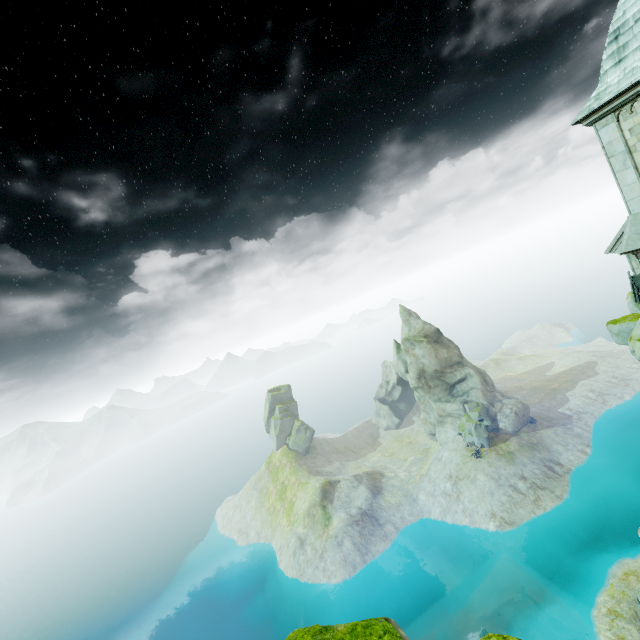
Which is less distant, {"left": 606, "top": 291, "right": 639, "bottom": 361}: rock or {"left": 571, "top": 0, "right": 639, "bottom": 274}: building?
{"left": 571, "top": 0, "right": 639, "bottom": 274}: building

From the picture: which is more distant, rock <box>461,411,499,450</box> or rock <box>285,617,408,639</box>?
rock <box>461,411,499,450</box>

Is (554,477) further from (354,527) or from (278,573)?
(278,573)

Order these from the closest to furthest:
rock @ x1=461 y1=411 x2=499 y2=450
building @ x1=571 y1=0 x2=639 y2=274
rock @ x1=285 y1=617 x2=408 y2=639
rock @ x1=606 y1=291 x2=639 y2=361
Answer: rock @ x1=285 y1=617 x2=408 y2=639
building @ x1=571 y1=0 x2=639 y2=274
rock @ x1=606 y1=291 x2=639 y2=361
rock @ x1=461 y1=411 x2=499 y2=450

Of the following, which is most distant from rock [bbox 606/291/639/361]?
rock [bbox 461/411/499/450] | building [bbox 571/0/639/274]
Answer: rock [bbox 461/411/499/450]

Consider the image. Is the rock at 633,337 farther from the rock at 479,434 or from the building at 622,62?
the rock at 479,434

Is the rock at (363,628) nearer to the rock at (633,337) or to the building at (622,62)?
the building at (622,62)

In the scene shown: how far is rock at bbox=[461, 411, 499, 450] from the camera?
56.09m
